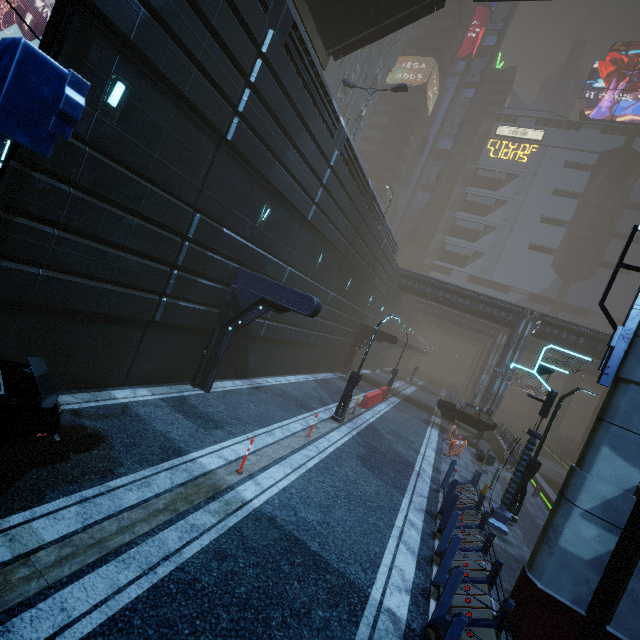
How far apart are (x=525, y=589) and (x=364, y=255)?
19.7m

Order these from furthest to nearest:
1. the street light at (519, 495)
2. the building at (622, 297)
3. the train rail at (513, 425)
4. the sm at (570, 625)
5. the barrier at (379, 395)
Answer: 1. the building at (622, 297)
2. the train rail at (513, 425)
3. the barrier at (379, 395)
4. the street light at (519, 495)
5. the sm at (570, 625)

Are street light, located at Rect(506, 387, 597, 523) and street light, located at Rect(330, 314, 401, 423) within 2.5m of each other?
no

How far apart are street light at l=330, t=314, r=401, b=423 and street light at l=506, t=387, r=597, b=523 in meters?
6.7 m

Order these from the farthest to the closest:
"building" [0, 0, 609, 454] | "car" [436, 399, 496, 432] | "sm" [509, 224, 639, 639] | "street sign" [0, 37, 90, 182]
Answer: "car" [436, 399, 496, 432] < "building" [0, 0, 609, 454] < "sm" [509, 224, 639, 639] < "street sign" [0, 37, 90, 182]

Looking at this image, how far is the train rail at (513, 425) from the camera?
45.0 meters

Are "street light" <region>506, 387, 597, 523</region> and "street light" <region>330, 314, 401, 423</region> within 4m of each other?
no

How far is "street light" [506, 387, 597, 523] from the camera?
11.97m
